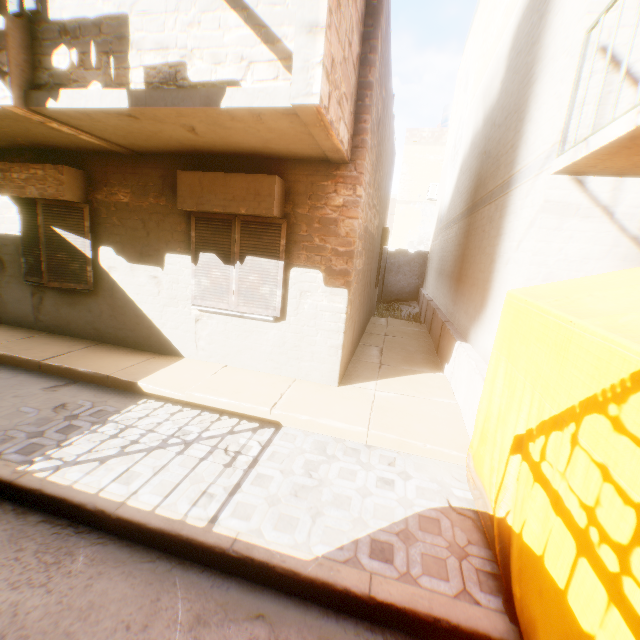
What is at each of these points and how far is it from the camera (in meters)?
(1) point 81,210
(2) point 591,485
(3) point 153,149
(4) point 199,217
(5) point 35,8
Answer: (1) shutter, 5.74
(2) tent, 1.68
(3) building, 5.04
(4) shutter, 5.27
(5) dryer, 3.04

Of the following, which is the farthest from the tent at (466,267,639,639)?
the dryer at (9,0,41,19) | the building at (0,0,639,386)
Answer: the dryer at (9,0,41,19)

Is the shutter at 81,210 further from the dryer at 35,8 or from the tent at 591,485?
the tent at 591,485

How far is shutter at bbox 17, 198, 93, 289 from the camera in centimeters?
572cm

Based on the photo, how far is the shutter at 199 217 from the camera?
5.06m

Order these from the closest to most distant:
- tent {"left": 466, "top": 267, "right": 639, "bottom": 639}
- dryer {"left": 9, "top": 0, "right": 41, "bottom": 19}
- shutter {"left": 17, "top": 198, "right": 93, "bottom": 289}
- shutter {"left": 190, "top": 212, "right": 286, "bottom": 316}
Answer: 1. tent {"left": 466, "top": 267, "right": 639, "bottom": 639}
2. dryer {"left": 9, "top": 0, "right": 41, "bottom": 19}
3. shutter {"left": 190, "top": 212, "right": 286, "bottom": 316}
4. shutter {"left": 17, "top": 198, "right": 93, "bottom": 289}

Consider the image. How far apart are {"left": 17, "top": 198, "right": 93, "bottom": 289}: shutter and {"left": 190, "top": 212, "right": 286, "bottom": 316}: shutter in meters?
2.1 m

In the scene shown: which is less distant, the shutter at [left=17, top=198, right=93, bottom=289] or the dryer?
the dryer
